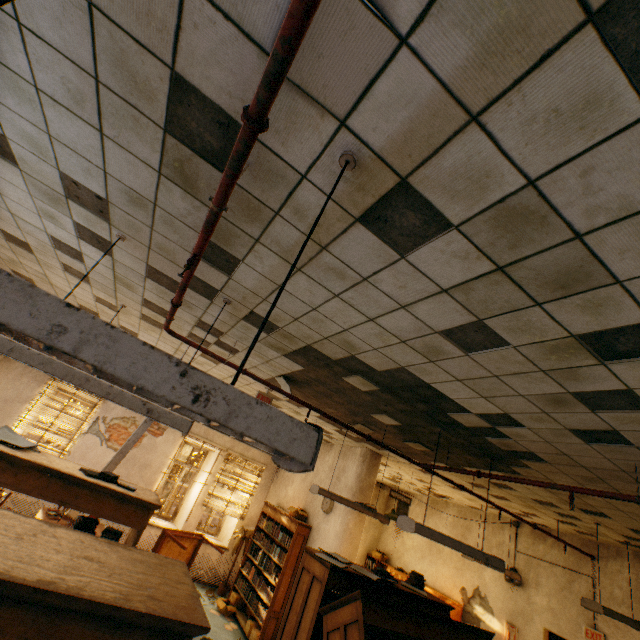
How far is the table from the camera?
6.4m

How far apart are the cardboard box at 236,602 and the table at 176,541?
0.73m

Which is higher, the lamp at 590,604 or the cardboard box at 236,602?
the lamp at 590,604

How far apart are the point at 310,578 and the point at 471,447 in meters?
2.5

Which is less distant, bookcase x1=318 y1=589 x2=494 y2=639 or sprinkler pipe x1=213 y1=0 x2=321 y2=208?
sprinkler pipe x1=213 y1=0 x2=321 y2=208

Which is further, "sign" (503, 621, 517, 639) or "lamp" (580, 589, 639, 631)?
"sign" (503, 621, 517, 639)

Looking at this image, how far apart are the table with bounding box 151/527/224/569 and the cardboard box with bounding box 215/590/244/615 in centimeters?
73cm

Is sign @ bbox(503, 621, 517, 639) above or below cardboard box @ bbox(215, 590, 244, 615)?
above
